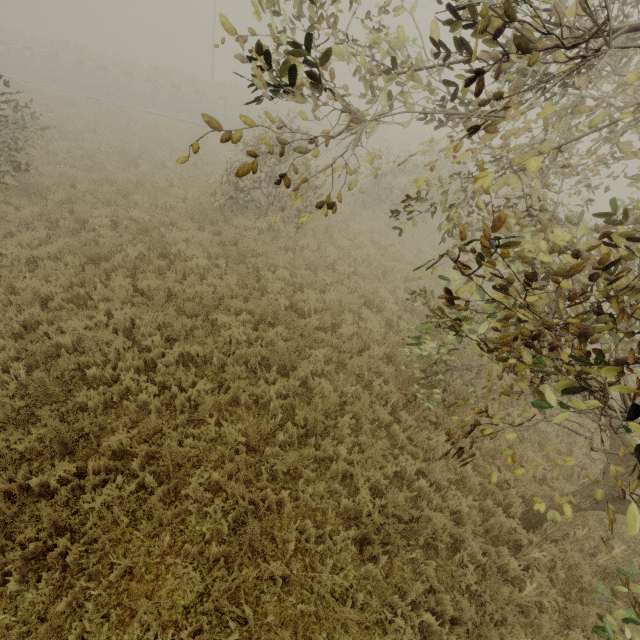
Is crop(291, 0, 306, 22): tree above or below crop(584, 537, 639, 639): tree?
above

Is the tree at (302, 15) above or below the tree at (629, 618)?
above

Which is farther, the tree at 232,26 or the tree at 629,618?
the tree at 629,618

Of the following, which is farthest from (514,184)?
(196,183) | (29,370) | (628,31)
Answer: (196,183)

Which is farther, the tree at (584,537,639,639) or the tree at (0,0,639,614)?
the tree at (584,537,639,639)

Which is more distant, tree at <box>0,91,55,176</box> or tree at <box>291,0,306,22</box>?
tree at <box>0,91,55,176</box>
